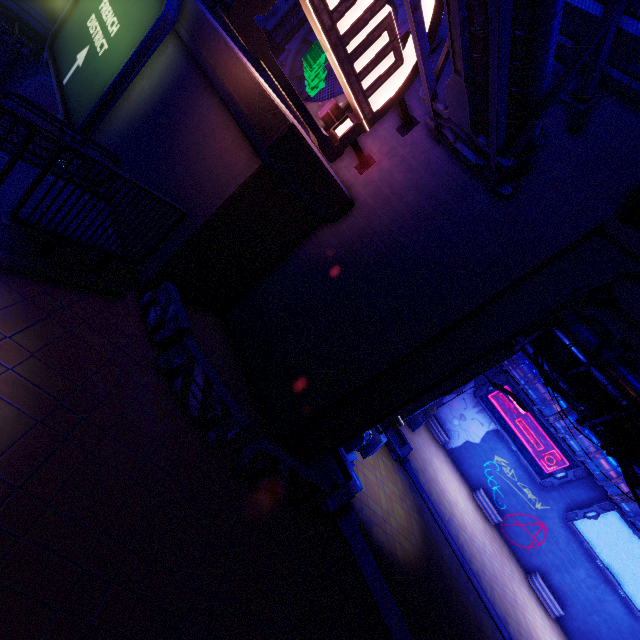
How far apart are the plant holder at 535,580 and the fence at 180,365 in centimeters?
2528cm

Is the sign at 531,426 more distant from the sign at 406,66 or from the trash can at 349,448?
the sign at 406,66

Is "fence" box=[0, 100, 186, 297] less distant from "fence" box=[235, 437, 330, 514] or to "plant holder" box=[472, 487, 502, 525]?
"fence" box=[235, 437, 330, 514]

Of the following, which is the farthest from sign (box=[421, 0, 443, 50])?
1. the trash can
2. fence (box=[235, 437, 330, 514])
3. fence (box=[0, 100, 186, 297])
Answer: the trash can

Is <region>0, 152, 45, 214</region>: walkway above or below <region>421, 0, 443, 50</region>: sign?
below

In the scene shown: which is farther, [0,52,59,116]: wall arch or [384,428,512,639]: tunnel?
[0,52,59,116]: wall arch

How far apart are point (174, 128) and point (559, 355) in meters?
13.9

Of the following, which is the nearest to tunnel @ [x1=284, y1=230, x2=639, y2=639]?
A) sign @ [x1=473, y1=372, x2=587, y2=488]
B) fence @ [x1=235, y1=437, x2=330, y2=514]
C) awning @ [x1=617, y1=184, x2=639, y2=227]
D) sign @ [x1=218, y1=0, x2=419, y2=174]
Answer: fence @ [x1=235, y1=437, x2=330, y2=514]
